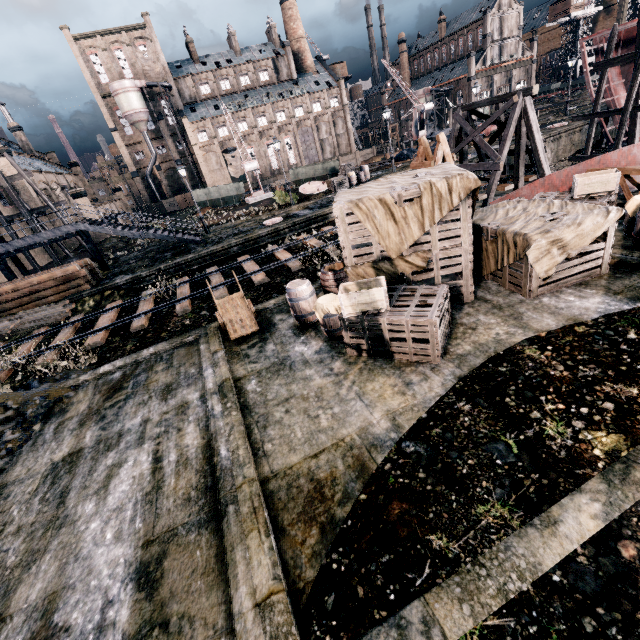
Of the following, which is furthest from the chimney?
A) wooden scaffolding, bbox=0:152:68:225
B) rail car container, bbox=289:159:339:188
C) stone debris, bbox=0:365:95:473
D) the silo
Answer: stone debris, bbox=0:365:95:473

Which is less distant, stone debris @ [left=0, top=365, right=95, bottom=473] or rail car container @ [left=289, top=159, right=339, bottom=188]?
stone debris @ [left=0, top=365, right=95, bottom=473]

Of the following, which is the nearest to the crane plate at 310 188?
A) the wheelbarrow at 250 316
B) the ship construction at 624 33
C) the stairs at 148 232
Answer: the stairs at 148 232

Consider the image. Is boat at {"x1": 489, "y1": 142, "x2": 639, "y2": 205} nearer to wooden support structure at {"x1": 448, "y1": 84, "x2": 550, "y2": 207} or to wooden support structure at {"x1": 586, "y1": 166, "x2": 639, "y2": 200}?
wooden support structure at {"x1": 586, "y1": 166, "x2": 639, "y2": 200}

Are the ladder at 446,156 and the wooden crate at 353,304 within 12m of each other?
yes

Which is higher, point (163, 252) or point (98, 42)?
point (98, 42)

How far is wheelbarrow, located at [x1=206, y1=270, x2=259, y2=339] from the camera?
10.9 meters

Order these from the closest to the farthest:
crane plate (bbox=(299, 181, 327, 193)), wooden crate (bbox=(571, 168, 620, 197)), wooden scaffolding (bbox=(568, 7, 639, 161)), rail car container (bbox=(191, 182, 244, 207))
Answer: wooden crate (bbox=(571, 168, 620, 197)), wooden scaffolding (bbox=(568, 7, 639, 161)), crane plate (bbox=(299, 181, 327, 193)), rail car container (bbox=(191, 182, 244, 207))
